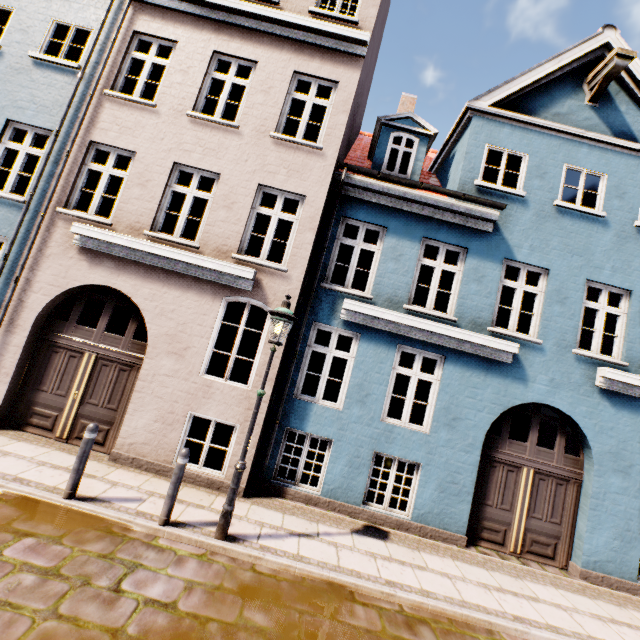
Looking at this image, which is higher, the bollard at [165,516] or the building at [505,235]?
the building at [505,235]

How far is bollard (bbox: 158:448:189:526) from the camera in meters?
4.8 m

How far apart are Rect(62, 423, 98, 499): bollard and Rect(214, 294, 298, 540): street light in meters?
2.2 m

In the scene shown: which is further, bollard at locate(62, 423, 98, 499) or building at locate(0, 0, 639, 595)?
building at locate(0, 0, 639, 595)

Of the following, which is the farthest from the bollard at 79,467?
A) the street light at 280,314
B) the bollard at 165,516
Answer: the street light at 280,314

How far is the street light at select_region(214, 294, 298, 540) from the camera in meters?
4.9

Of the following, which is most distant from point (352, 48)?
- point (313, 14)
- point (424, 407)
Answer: point (424, 407)

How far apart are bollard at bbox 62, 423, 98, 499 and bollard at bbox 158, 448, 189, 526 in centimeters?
132cm
